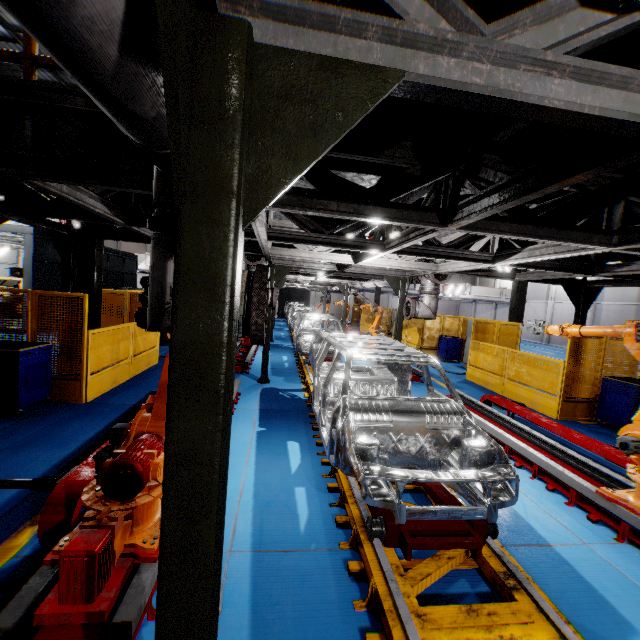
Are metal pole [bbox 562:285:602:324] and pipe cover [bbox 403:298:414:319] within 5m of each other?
yes

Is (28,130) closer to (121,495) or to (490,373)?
(121,495)

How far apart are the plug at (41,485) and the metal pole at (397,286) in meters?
7.7

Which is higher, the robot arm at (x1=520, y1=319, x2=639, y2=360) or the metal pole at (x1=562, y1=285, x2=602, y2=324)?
the metal pole at (x1=562, y1=285, x2=602, y2=324)

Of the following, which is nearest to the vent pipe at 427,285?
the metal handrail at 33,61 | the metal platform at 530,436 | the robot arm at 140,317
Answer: the metal handrail at 33,61

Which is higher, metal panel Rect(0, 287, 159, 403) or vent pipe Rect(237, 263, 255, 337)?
vent pipe Rect(237, 263, 255, 337)

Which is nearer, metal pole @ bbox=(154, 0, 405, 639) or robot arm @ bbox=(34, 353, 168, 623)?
metal pole @ bbox=(154, 0, 405, 639)

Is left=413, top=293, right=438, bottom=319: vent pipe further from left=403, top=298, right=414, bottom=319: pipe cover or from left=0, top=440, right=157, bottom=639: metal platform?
left=0, top=440, right=157, bottom=639: metal platform
